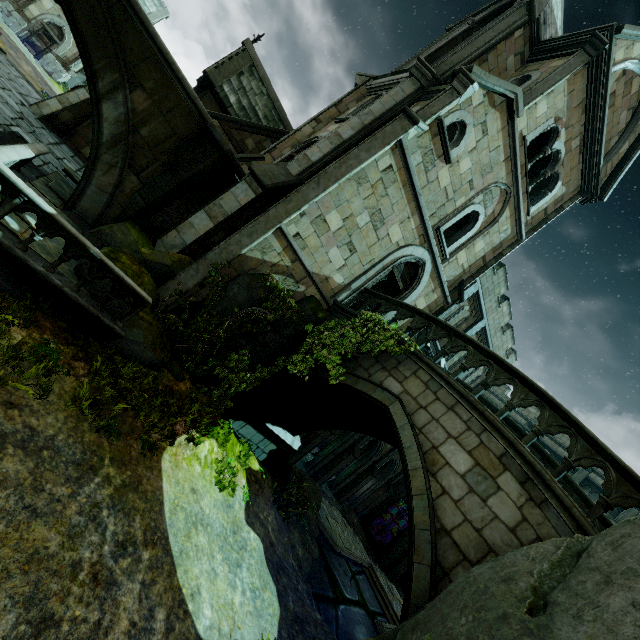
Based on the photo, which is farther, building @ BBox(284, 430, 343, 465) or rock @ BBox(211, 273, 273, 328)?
building @ BBox(284, 430, 343, 465)

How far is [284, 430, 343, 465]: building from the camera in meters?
16.2 m

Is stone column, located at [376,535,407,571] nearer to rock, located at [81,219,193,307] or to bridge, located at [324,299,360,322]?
bridge, located at [324,299,360,322]

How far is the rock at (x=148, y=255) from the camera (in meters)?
8.00

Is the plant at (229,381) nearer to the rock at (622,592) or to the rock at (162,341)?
the rock at (162,341)

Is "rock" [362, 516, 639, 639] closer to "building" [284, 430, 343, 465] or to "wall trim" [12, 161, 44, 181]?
"building" [284, 430, 343, 465]

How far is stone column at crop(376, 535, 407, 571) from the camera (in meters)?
19.44

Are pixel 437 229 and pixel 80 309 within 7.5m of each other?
no
